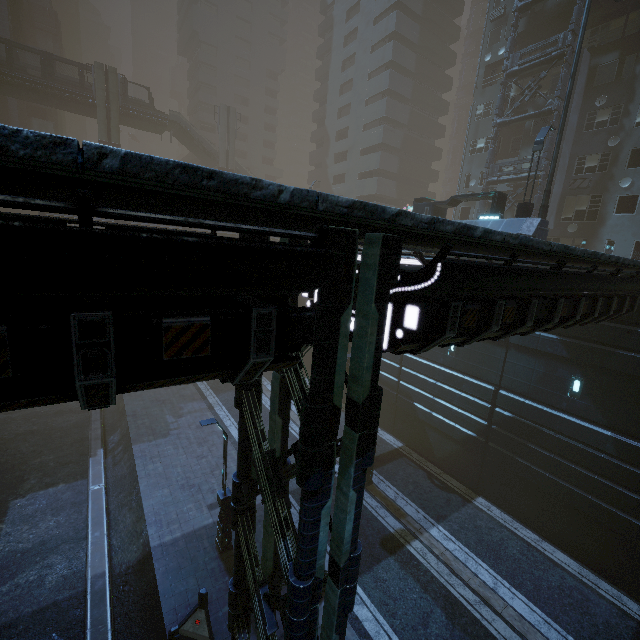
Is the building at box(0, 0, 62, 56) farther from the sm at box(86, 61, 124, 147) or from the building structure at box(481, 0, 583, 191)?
the sm at box(86, 61, 124, 147)

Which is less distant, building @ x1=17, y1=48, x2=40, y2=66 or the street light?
the street light

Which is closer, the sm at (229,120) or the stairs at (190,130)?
the stairs at (190,130)

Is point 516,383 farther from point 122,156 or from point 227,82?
point 227,82

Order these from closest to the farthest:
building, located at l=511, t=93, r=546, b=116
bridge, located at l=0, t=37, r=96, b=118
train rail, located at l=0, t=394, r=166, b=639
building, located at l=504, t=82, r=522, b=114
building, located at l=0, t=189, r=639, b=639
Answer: building, located at l=0, t=189, r=639, b=639 < train rail, located at l=0, t=394, r=166, b=639 < building, located at l=511, t=93, r=546, b=116 < building, located at l=504, t=82, r=522, b=114 < bridge, located at l=0, t=37, r=96, b=118

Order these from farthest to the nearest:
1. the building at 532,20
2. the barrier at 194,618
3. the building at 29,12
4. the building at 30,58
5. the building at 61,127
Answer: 1. the building at 30,58
2. the building at 61,127
3. the building at 29,12
4. the building at 532,20
5. the barrier at 194,618

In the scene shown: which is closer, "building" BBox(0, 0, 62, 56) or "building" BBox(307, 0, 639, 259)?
"building" BBox(307, 0, 639, 259)

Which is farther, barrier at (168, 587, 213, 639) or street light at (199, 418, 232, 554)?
street light at (199, 418, 232, 554)
